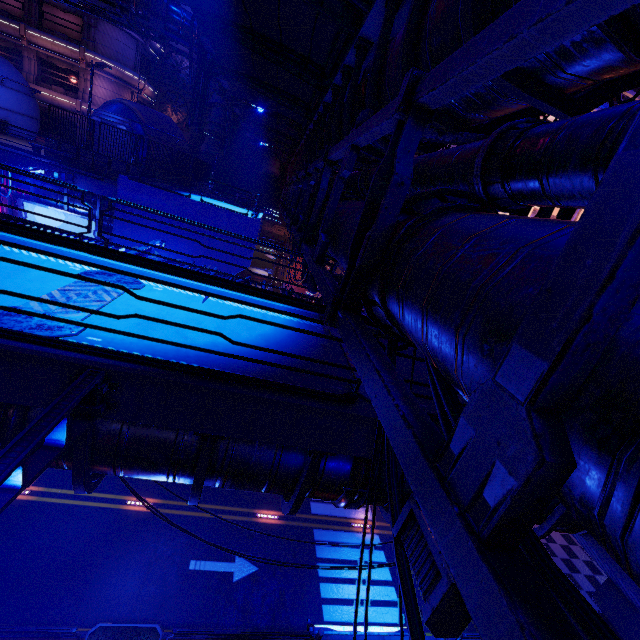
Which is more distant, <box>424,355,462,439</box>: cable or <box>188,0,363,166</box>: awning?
<box>188,0,363,166</box>: awning

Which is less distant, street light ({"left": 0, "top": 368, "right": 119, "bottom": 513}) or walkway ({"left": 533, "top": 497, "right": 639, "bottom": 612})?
street light ({"left": 0, "top": 368, "right": 119, "bottom": 513})

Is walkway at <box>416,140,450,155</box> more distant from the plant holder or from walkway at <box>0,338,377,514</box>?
the plant holder

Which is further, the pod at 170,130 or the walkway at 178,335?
the pod at 170,130

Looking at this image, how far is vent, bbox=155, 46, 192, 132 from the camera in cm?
3919

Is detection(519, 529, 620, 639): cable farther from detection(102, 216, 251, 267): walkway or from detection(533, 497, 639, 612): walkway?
detection(102, 216, 251, 267): walkway

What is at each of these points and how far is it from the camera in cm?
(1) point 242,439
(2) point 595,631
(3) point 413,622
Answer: (1) walkway, 471
(2) cable, 162
(3) cable, 267

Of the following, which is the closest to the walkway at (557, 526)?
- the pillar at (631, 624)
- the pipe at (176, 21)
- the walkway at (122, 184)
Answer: the pillar at (631, 624)
